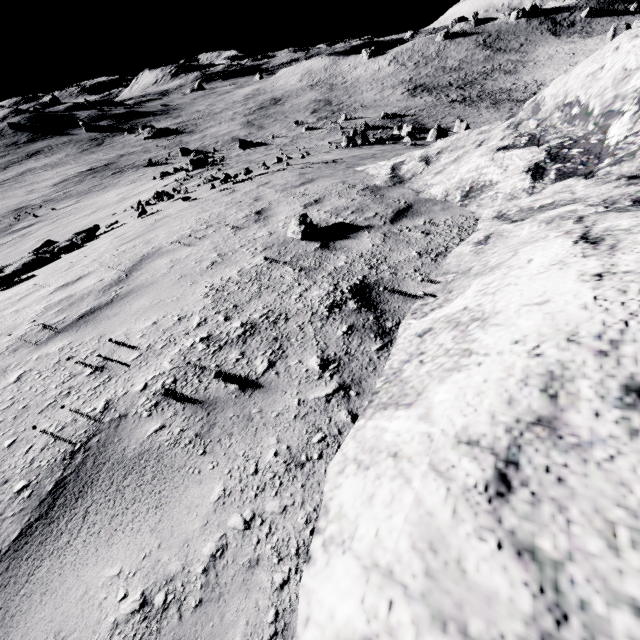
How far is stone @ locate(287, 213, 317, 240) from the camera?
4.0m

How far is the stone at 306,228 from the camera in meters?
4.0 m

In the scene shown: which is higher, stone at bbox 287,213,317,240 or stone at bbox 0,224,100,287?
stone at bbox 287,213,317,240

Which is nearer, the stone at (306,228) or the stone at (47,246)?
the stone at (306,228)

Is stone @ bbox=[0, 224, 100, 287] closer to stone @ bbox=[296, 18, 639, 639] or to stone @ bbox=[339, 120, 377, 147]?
stone @ bbox=[296, 18, 639, 639]

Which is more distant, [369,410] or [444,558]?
[369,410]

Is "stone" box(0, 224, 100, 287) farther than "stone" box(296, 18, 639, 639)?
Yes
